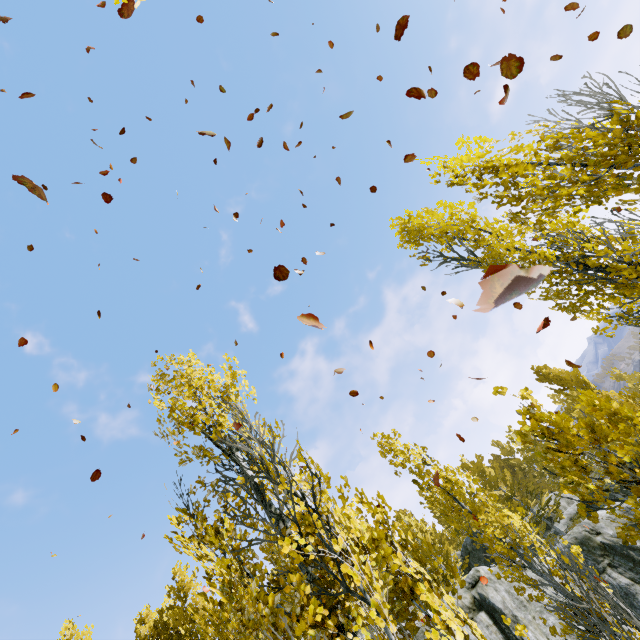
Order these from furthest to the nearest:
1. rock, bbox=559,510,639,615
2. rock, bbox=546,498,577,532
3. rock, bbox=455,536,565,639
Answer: rock, bbox=546,498,577,532, rock, bbox=559,510,639,615, rock, bbox=455,536,565,639

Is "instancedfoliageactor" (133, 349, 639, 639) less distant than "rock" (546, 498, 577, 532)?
Yes

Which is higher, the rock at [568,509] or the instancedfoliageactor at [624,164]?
the instancedfoliageactor at [624,164]

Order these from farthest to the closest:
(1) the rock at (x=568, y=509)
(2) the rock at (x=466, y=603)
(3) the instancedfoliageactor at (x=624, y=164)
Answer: (1) the rock at (x=568, y=509), (2) the rock at (x=466, y=603), (3) the instancedfoliageactor at (x=624, y=164)

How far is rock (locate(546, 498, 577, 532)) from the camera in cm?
2564

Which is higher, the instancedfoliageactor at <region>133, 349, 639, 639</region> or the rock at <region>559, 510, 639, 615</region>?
the instancedfoliageactor at <region>133, 349, 639, 639</region>

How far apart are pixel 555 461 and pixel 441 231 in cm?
587

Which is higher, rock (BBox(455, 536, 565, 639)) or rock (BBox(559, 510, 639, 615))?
rock (BBox(455, 536, 565, 639))
